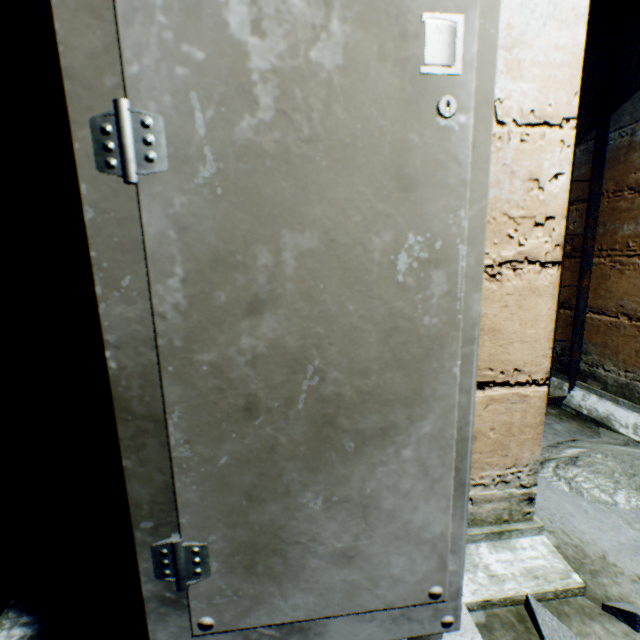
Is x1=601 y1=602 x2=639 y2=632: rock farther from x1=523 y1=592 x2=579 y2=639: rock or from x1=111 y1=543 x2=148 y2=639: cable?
x1=111 y1=543 x2=148 y2=639: cable

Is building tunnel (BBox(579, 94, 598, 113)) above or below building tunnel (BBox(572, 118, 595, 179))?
above

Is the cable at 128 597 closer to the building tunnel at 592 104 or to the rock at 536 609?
the building tunnel at 592 104

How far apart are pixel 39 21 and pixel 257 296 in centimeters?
73cm

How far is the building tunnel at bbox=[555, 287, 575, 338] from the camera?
2.0m

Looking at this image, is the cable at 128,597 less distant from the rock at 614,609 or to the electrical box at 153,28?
the electrical box at 153,28

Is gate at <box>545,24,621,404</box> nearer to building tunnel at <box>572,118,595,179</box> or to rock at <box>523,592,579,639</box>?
building tunnel at <box>572,118,595,179</box>
